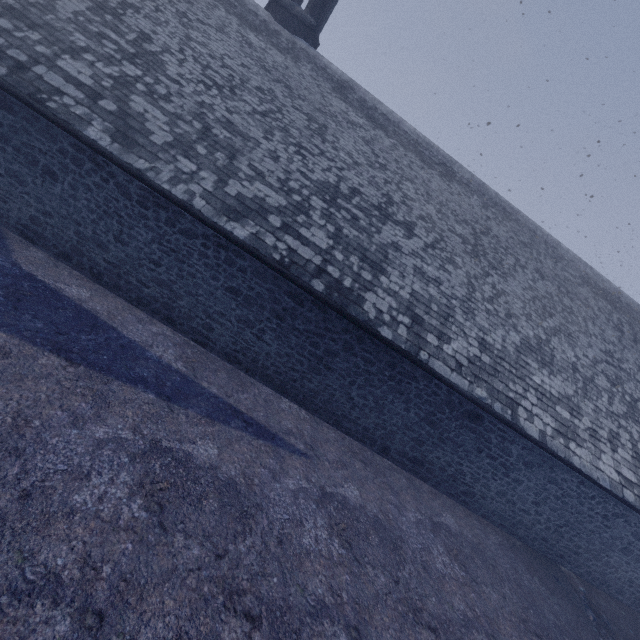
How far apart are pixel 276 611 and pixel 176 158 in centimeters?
867cm
